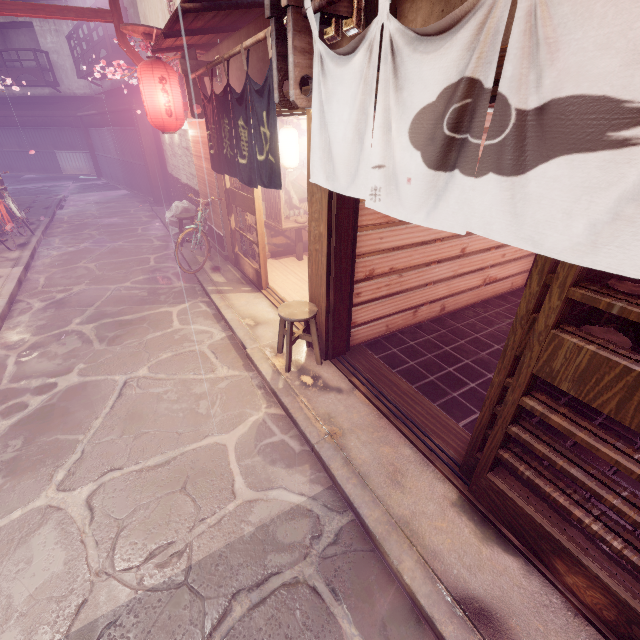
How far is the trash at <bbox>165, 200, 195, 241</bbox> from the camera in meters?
15.5 m

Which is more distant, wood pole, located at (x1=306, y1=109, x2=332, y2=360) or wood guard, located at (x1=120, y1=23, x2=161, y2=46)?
wood guard, located at (x1=120, y1=23, x2=161, y2=46)

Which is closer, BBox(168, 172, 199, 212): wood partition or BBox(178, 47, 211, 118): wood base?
BBox(178, 47, 211, 118): wood base

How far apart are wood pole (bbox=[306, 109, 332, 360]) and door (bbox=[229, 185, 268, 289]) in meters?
3.5 m

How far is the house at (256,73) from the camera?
7.5 meters

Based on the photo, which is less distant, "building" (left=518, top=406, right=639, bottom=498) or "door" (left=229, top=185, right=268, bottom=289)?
"building" (left=518, top=406, right=639, bottom=498)

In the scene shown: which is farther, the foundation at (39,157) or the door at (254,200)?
the foundation at (39,157)

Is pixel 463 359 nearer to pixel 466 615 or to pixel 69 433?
pixel 466 615
